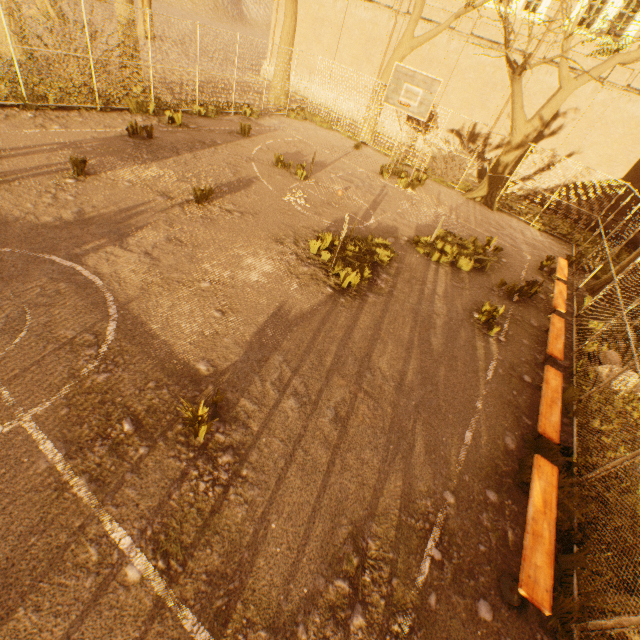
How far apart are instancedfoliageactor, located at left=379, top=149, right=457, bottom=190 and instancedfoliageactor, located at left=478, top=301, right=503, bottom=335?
10.19m

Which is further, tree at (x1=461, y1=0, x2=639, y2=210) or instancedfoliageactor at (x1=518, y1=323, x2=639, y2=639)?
tree at (x1=461, y1=0, x2=639, y2=210)

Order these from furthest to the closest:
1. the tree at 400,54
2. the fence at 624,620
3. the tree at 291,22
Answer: the tree at 291,22 → the tree at 400,54 → the fence at 624,620

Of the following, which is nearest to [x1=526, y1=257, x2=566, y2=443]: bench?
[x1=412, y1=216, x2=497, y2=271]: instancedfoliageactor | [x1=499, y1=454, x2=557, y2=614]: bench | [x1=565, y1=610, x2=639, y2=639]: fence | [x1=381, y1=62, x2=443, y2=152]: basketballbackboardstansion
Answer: [x1=565, y1=610, x2=639, y2=639]: fence

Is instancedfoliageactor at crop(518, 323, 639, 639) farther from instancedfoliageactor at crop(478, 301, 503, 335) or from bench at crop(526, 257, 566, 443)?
instancedfoliageactor at crop(478, 301, 503, 335)

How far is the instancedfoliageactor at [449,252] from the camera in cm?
969

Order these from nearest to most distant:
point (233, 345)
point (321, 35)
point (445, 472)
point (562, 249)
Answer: point (445, 472) → point (233, 345) → point (562, 249) → point (321, 35)

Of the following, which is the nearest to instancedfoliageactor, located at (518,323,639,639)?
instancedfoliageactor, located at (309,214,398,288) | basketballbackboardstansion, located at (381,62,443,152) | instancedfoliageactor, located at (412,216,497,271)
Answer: instancedfoliageactor, located at (412,216,497,271)
